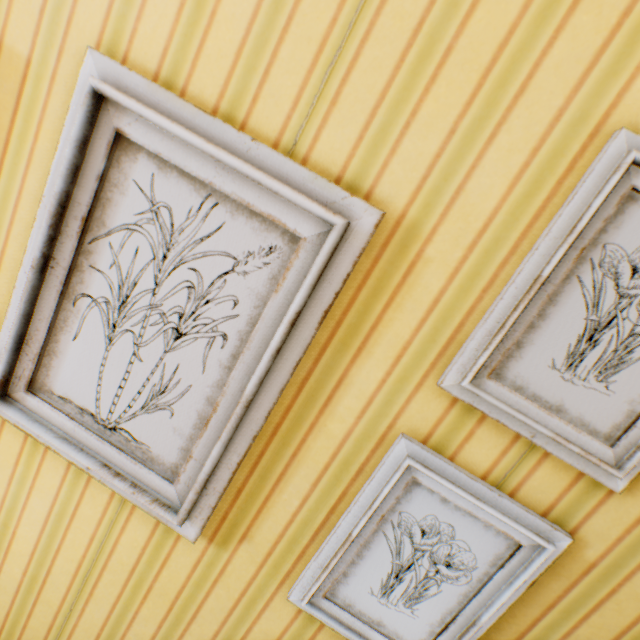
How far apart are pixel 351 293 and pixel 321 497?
0.5m

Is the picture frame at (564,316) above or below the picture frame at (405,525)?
above

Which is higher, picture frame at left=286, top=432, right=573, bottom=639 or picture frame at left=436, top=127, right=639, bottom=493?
picture frame at left=436, top=127, right=639, bottom=493
